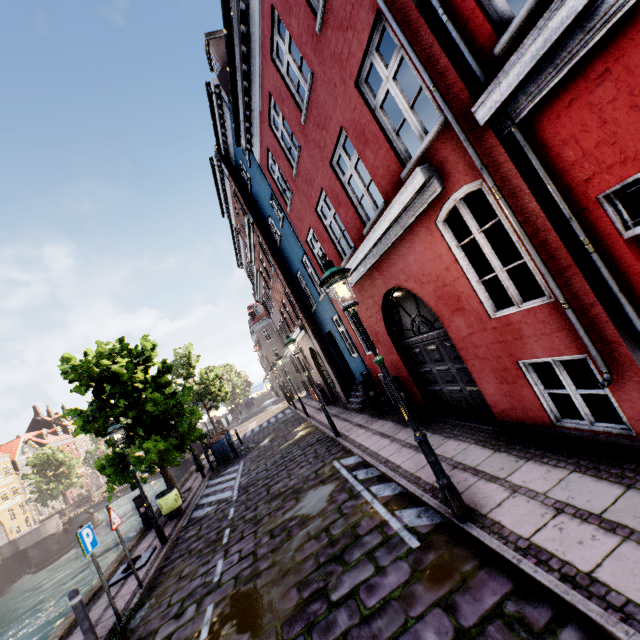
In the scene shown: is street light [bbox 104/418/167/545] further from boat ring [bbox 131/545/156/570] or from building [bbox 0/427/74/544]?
building [bbox 0/427/74/544]

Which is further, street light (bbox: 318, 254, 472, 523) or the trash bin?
the trash bin

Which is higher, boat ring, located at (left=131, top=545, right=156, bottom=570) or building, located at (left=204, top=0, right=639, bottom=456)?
building, located at (left=204, top=0, right=639, bottom=456)

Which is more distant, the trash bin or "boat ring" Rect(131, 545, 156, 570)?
the trash bin

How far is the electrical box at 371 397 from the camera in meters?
11.0

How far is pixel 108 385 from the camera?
14.0 meters

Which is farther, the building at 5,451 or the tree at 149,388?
the building at 5,451

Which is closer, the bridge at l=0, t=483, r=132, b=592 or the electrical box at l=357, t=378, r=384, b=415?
the electrical box at l=357, t=378, r=384, b=415
